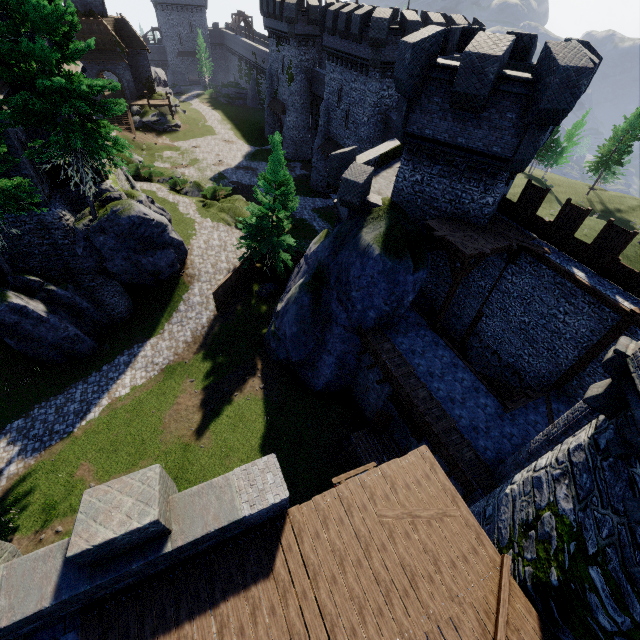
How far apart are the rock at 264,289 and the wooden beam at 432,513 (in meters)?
20.78

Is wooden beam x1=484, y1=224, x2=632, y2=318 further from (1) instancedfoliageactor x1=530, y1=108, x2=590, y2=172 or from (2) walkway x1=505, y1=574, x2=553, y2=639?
(1) instancedfoliageactor x1=530, y1=108, x2=590, y2=172

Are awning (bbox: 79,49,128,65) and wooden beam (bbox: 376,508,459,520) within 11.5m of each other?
no

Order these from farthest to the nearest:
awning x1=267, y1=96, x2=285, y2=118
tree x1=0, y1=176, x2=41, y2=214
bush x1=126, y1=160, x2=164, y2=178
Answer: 1. awning x1=267, y1=96, x2=285, y2=118
2. bush x1=126, y1=160, x2=164, y2=178
3. tree x1=0, y1=176, x2=41, y2=214

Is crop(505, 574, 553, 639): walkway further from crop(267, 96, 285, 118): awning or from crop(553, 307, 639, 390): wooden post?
crop(267, 96, 285, 118): awning

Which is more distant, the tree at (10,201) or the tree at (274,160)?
the tree at (274,160)

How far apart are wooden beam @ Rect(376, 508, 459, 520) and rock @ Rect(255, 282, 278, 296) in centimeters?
2078cm

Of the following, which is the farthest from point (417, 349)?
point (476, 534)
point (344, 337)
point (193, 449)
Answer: point (193, 449)
